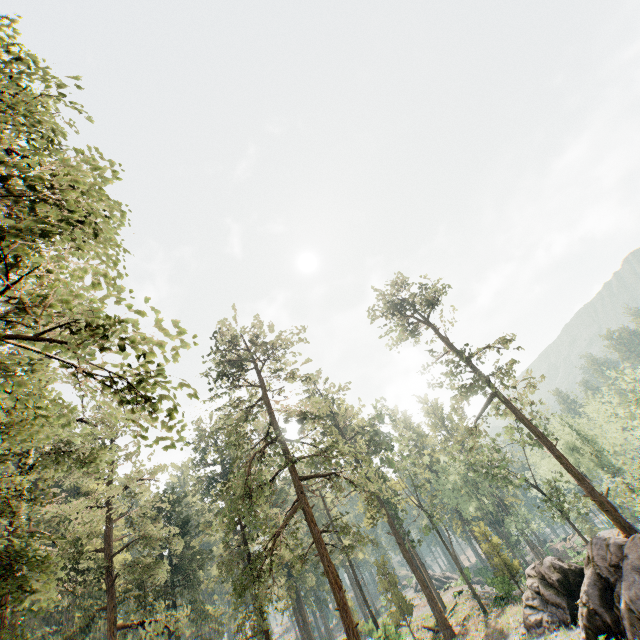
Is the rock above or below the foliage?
below

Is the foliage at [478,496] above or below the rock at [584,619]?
above

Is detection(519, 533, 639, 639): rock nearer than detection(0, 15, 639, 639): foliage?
No

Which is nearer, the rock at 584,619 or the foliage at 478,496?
the foliage at 478,496

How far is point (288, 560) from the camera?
24.6 meters
